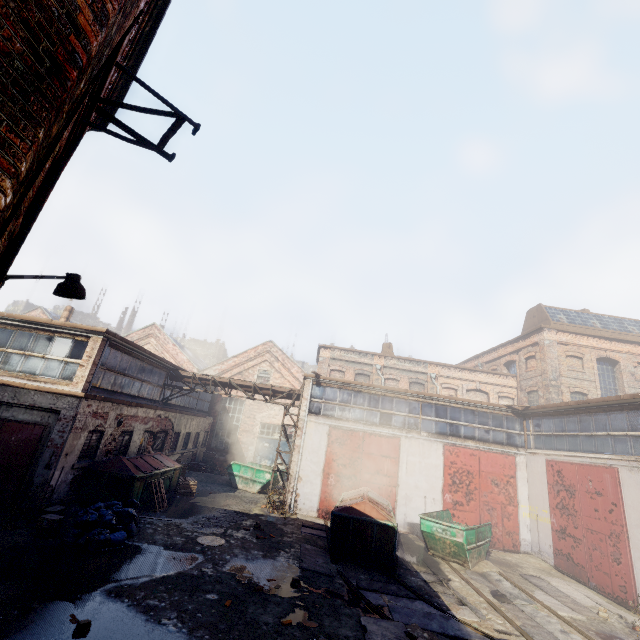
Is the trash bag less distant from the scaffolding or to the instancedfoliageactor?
the instancedfoliageactor

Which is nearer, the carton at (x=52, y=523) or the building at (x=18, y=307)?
the carton at (x=52, y=523)

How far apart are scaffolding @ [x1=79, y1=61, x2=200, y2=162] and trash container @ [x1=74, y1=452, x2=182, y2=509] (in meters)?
11.38

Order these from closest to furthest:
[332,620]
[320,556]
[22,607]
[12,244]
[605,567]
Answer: [12,244] → [22,607] → [332,620] → [320,556] → [605,567]

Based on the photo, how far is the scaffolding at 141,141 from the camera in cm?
387

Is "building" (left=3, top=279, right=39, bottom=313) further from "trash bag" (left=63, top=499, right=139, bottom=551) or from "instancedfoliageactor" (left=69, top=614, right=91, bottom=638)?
"instancedfoliageactor" (left=69, top=614, right=91, bottom=638)

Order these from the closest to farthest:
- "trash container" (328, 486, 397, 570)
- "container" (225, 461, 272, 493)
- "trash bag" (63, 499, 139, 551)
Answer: "trash bag" (63, 499, 139, 551) < "trash container" (328, 486, 397, 570) < "container" (225, 461, 272, 493)

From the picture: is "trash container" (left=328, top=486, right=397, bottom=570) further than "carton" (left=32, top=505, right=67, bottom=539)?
Yes
